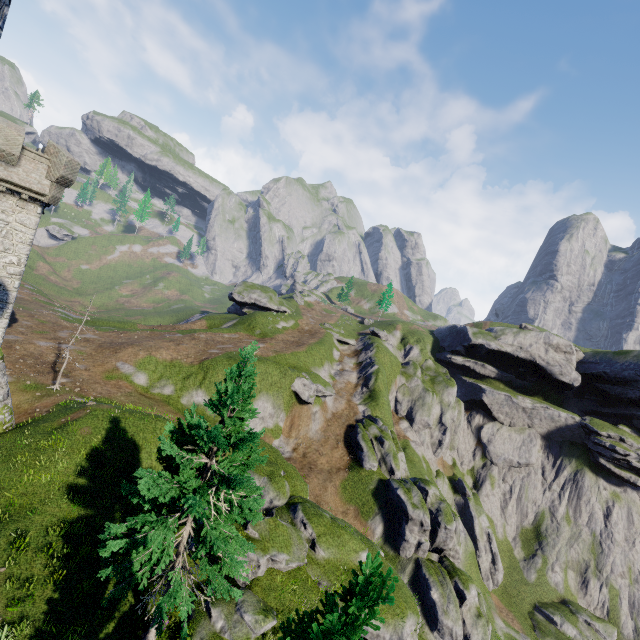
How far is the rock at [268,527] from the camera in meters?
16.7 m

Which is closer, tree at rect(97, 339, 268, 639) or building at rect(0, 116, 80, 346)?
tree at rect(97, 339, 268, 639)

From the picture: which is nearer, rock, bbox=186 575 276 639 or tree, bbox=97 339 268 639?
tree, bbox=97 339 268 639

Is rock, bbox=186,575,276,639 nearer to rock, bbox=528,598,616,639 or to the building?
the building

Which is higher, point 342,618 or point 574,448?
point 342,618

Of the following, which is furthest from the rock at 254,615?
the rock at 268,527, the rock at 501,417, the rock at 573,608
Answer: the rock at 501,417

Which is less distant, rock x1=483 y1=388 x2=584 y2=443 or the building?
the building

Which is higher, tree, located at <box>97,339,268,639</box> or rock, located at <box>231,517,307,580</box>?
tree, located at <box>97,339,268,639</box>
